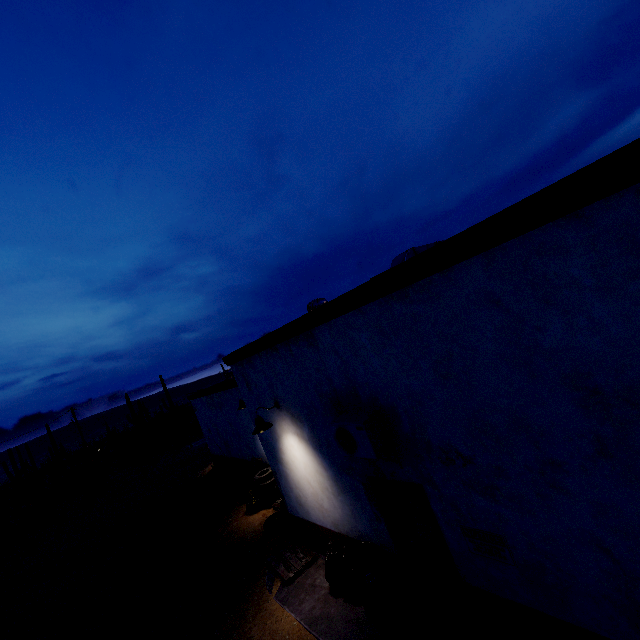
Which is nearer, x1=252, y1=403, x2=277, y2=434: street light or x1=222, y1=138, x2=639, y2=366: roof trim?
x1=222, y1=138, x2=639, y2=366: roof trim

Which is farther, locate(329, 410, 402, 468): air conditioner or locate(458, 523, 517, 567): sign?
locate(329, 410, 402, 468): air conditioner

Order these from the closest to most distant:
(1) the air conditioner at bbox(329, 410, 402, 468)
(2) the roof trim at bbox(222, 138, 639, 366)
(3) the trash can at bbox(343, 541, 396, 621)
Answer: (2) the roof trim at bbox(222, 138, 639, 366), (1) the air conditioner at bbox(329, 410, 402, 468), (3) the trash can at bbox(343, 541, 396, 621)

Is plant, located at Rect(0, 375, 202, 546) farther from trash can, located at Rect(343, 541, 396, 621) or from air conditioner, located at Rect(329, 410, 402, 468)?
air conditioner, located at Rect(329, 410, 402, 468)

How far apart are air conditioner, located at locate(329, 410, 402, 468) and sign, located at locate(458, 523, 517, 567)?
1.0 meters

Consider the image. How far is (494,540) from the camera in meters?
3.8 m

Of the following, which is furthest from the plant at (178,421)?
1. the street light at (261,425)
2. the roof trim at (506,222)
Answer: the street light at (261,425)

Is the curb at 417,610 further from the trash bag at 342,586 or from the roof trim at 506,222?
the roof trim at 506,222
